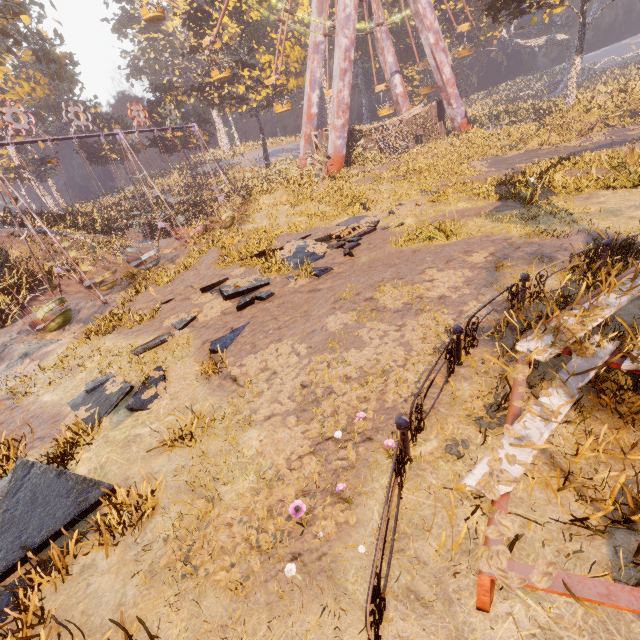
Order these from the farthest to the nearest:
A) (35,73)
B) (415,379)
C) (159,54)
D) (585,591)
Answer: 1. (159,54)
2. (35,73)
3. (415,379)
4. (585,591)

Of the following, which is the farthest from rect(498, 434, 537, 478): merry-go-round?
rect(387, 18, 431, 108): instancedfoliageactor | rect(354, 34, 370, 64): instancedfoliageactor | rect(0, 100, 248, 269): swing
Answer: rect(387, 18, 431, 108): instancedfoliageactor

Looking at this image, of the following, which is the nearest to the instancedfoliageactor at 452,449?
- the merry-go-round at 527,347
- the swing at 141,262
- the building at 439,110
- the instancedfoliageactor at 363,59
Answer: the merry-go-round at 527,347

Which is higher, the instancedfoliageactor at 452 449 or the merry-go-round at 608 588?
the merry-go-round at 608 588

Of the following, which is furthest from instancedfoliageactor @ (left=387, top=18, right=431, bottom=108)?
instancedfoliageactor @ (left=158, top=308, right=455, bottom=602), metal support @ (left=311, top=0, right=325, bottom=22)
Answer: instancedfoliageactor @ (left=158, top=308, right=455, bottom=602)

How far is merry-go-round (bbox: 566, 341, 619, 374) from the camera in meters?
3.7 m

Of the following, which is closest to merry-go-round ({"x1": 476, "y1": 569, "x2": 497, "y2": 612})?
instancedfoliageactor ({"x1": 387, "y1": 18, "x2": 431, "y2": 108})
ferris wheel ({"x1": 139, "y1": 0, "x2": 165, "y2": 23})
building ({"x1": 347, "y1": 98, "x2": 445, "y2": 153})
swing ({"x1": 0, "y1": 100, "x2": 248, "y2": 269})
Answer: swing ({"x1": 0, "y1": 100, "x2": 248, "y2": 269})
